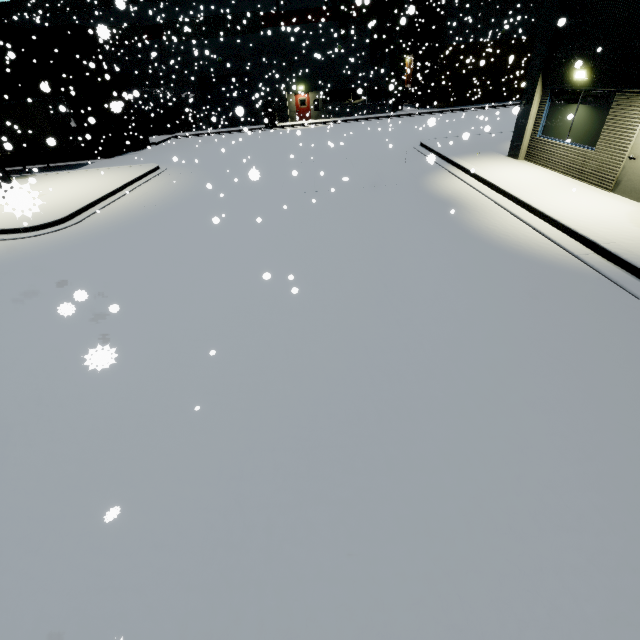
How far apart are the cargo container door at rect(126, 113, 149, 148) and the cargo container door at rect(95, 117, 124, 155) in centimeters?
84cm

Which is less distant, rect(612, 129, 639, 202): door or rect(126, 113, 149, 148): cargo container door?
rect(612, 129, 639, 202): door

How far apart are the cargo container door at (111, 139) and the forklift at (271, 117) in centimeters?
1242cm

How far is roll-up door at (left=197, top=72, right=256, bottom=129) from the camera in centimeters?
3125cm

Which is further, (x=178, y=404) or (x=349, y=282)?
(x=349, y=282)

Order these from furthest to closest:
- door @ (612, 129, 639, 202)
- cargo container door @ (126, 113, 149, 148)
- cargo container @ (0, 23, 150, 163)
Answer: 1. cargo container door @ (126, 113, 149, 148)
2. cargo container @ (0, 23, 150, 163)
3. door @ (612, 129, 639, 202)

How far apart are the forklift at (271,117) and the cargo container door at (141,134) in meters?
10.5

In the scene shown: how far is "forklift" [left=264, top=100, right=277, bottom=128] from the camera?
30.28m
